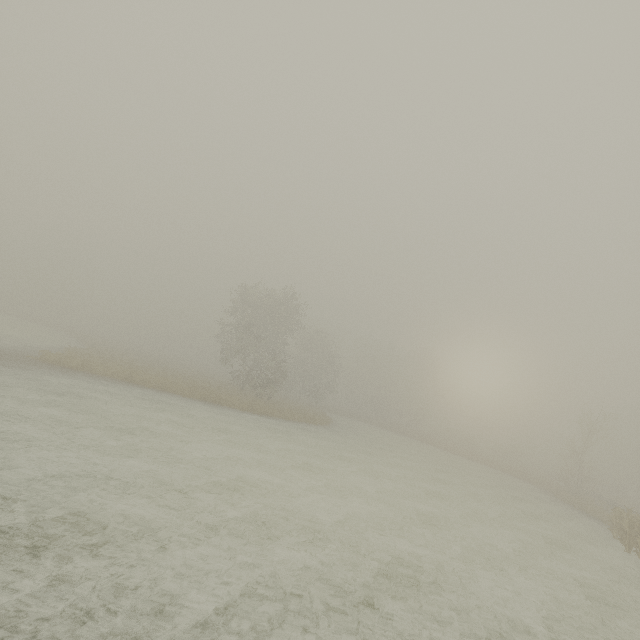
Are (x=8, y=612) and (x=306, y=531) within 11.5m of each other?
yes
